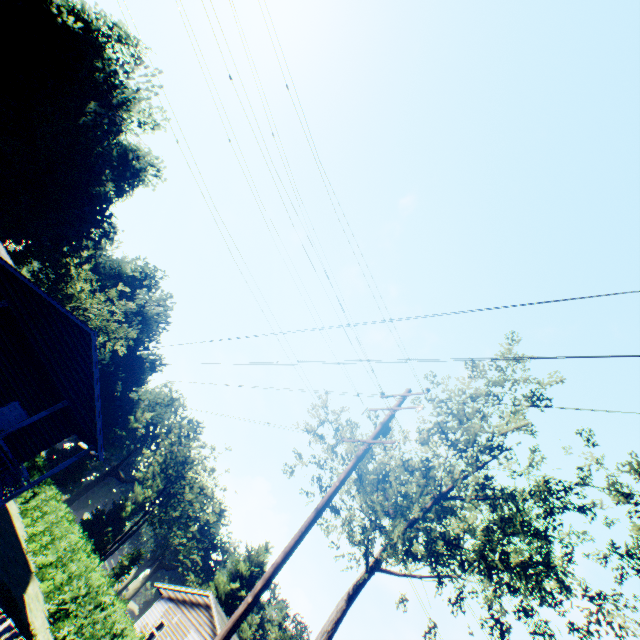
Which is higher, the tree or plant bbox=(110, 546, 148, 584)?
the tree

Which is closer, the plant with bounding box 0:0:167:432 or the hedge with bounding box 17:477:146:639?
the hedge with bounding box 17:477:146:639

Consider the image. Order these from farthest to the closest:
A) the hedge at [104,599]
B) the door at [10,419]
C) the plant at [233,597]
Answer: the plant at [233,597] < the door at [10,419] < the hedge at [104,599]

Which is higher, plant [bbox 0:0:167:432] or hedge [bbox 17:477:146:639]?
plant [bbox 0:0:167:432]

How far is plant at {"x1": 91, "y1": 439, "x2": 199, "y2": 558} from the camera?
50.0 meters

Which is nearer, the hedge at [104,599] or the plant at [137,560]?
the hedge at [104,599]

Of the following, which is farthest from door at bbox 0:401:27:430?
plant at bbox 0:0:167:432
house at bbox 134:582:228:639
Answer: plant at bbox 0:0:167:432

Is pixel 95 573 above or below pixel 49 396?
below
